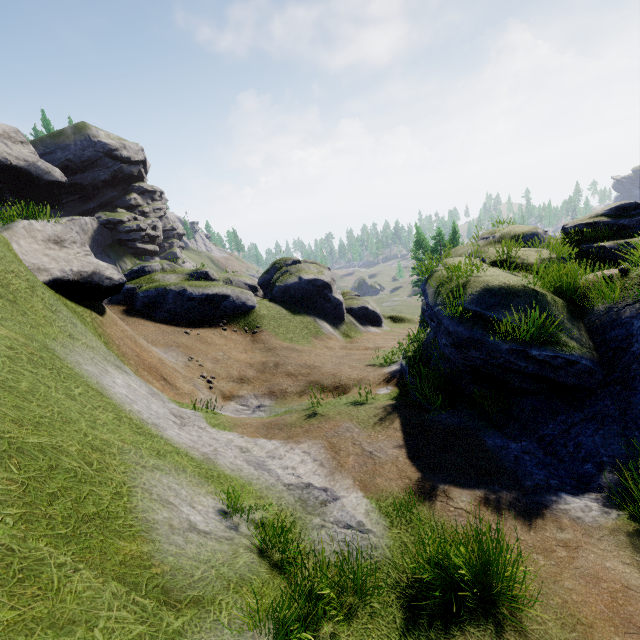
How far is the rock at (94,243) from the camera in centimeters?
4506cm

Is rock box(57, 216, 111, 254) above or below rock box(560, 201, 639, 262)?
above

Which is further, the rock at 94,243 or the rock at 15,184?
the rock at 94,243

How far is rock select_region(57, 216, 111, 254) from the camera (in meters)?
45.06

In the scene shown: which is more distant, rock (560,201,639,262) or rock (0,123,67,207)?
rock (0,123,67,207)

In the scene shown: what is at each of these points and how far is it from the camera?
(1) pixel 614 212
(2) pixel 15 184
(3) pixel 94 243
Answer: (1) rock, 13.6 meters
(2) rock, 41.4 meters
(3) rock, 49.2 meters

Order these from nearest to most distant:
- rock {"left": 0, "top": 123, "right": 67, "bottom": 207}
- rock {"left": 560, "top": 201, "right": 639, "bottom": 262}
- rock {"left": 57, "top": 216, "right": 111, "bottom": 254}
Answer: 1. rock {"left": 560, "top": 201, "right": 639, "bottom": 262}
2. rock {"left": 0, "top": 123, "right": 67, "bottom": 207}
3. rock {"left": 57, "top": 216, "right": 111, "bottom": 254}
